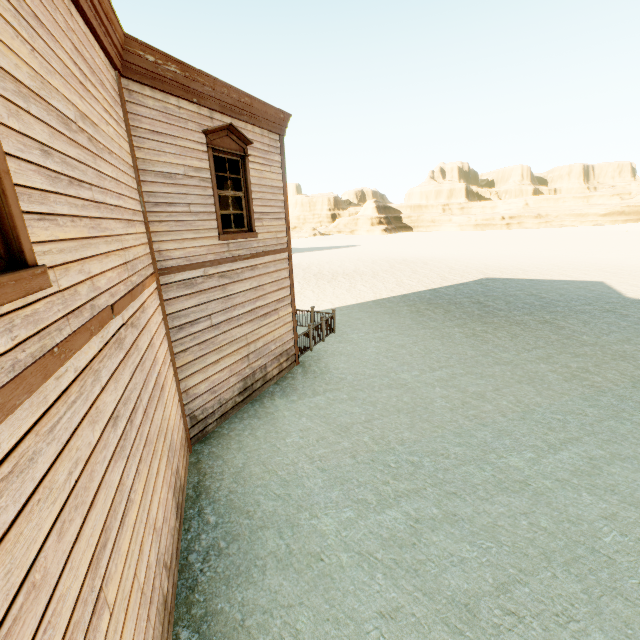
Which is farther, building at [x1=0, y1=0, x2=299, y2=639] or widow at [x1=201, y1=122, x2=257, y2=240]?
widow at [x1=201, y1=122, x2=257, y2=240]

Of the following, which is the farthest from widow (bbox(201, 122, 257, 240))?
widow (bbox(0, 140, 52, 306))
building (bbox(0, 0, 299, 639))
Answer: widow (bbox(0, 140, 52, 306))

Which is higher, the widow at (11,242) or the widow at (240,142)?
the widow at (240,142)

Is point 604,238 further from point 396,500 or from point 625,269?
point 396,500

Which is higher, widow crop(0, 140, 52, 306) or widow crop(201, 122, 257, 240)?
widow crop(201, 122, 257, 240)

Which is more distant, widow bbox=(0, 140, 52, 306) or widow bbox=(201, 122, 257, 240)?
widow bbox=(201, 122, 257, 240)

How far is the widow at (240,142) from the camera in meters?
6.4 m

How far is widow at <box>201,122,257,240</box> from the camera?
6.4m
